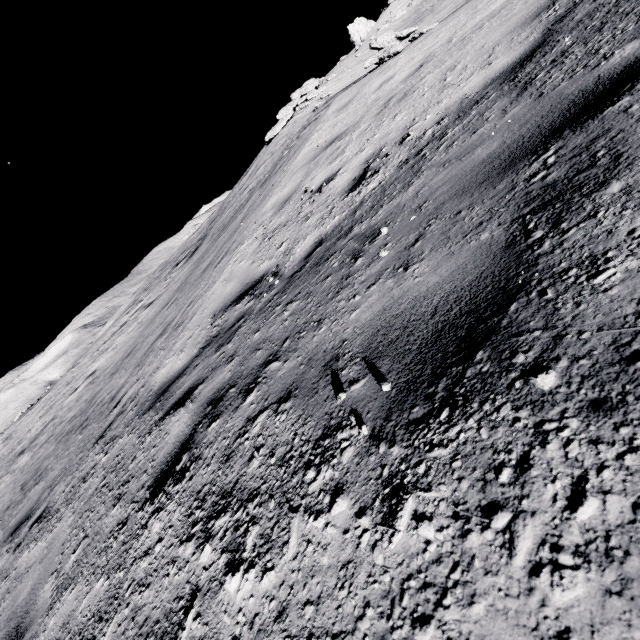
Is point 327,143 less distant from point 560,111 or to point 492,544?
point 560,111
